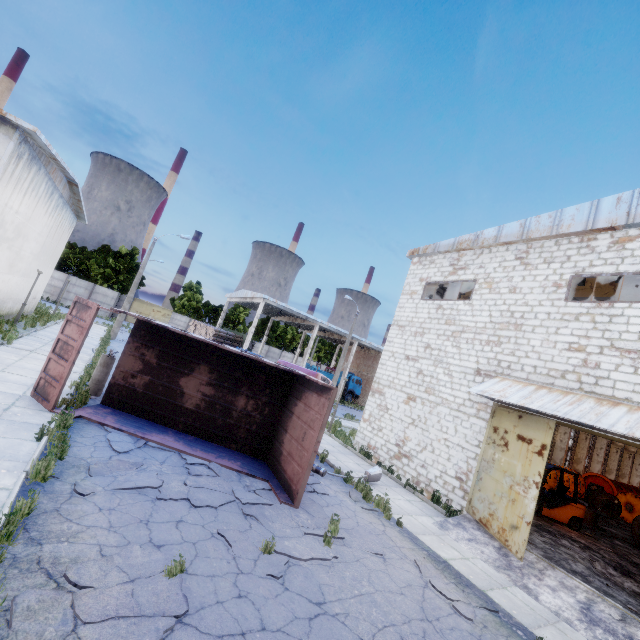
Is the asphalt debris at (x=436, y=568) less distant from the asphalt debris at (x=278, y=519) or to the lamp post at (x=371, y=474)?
the asphalt debris at (x=278, y=519)

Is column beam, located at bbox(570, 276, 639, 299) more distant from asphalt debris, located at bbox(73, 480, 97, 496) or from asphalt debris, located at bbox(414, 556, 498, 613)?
asphalt debris, located at bbox(414, 556, 498, 613)

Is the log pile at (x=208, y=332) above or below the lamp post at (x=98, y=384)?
above

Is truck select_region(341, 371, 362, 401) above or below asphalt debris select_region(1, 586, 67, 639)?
above

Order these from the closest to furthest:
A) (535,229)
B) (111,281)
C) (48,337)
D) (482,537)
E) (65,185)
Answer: (482,537), (535,229), (48,337), (65,185), (111,281)

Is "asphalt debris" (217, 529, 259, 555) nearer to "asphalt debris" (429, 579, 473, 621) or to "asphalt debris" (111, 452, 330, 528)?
"asphalt debris" (111, 452, 330, 528)

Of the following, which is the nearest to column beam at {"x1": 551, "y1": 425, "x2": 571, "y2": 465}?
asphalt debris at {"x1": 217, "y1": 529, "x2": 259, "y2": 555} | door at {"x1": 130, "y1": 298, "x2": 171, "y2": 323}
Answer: asphalt debris at {"x1": 217, "y1": 529, "x2": 259, "y2": 555}

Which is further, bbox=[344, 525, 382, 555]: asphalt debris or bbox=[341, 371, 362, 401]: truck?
bbox=[341, 371, 362, 401]: truck
